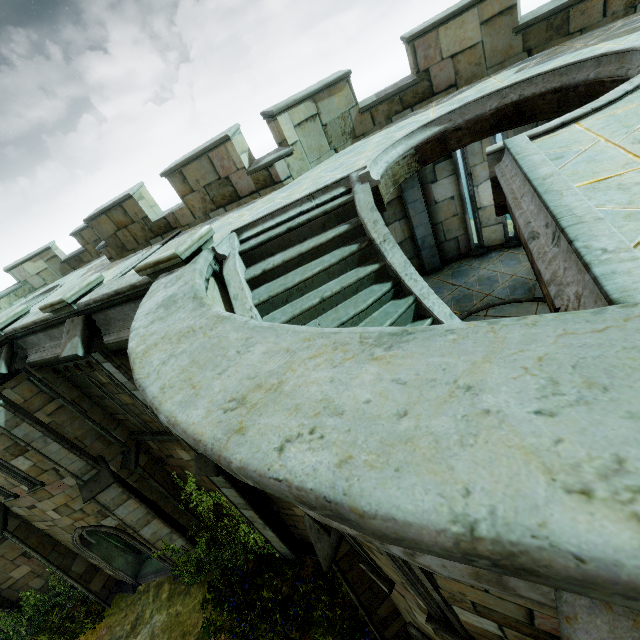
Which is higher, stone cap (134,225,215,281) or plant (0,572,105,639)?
stone cap (134,225,215,281)

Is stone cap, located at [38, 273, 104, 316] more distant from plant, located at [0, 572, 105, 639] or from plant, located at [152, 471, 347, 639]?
plant, located at [0, 572, 105, 639]

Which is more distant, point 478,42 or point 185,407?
point 478,42

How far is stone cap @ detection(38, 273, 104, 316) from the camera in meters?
6.0

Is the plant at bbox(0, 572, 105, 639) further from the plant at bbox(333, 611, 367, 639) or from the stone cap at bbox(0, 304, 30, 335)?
the stone cap at bbox(0, 304, 30, 335)

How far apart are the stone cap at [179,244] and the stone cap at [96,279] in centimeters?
219cm

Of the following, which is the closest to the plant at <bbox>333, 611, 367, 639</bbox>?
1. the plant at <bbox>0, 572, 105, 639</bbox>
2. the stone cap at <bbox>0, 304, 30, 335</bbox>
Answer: the plant at <bbox>0, 572, 105, 639</bbox>

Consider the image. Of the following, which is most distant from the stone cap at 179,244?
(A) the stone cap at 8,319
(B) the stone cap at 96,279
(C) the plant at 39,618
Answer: (C) the plant at 39,618
